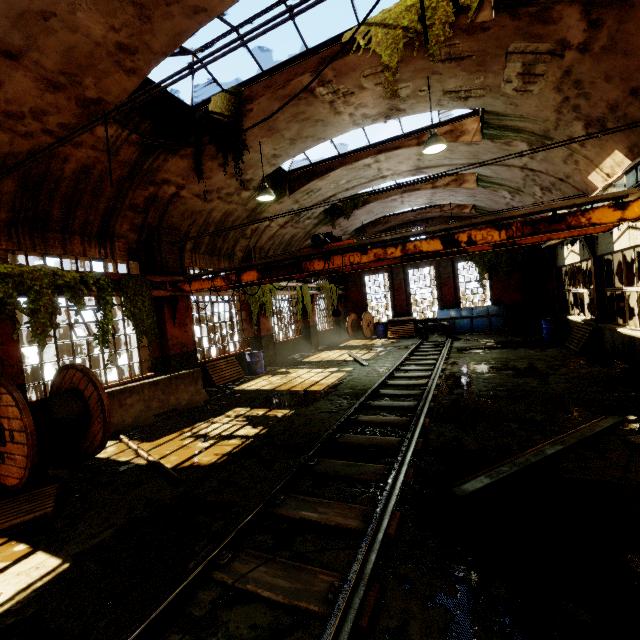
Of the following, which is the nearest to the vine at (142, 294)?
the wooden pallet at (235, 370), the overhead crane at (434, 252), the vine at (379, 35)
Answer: the overhead crane at (434, 252)

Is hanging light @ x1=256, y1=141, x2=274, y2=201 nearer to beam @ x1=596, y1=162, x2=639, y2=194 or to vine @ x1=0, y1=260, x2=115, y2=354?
vine @ x1=0, y1=260, x2=115, y2=354

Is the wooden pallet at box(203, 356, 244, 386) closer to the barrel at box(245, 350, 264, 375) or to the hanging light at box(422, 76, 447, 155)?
the barrel at box(245, 350, 264, 375)

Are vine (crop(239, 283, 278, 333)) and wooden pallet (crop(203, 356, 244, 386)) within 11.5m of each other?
yes

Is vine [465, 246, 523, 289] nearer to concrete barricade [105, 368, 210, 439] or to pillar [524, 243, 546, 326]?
pillar [524, 243, 546, 326]

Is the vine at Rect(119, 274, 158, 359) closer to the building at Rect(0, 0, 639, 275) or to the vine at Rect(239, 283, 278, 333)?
the building at Rect(0, 0, 639, 275)

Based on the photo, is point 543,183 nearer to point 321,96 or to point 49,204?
point 321,96

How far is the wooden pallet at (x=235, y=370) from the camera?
11.8 meters
